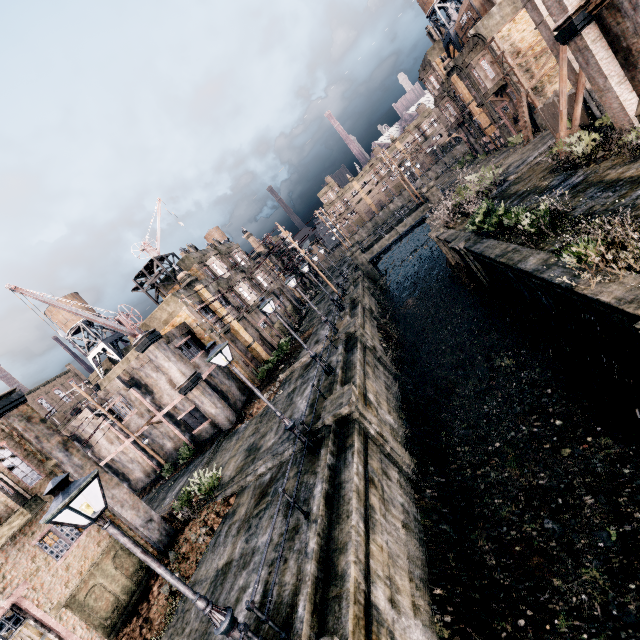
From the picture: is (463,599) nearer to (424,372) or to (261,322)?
(424,372)

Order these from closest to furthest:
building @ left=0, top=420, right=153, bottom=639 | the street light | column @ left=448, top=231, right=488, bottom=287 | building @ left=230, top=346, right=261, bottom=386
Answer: the street light < building @ left=0, top=420, right=153, bottom=639 < column @ left=448, top=231, right=488, bottom=287 < building @ left=230, top=346, right=261, bottom=386

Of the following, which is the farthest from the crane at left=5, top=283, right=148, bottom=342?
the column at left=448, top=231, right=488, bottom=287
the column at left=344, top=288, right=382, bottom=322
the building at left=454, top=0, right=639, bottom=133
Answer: the building at left=454, top=0, right=639, bottom=133

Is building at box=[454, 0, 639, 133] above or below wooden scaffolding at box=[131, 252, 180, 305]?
below

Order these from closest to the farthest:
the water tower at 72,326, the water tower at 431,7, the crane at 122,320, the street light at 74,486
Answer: the street light at 74,486
the crane at 122,320
the water tower at 431,7
the water tower at 72,326

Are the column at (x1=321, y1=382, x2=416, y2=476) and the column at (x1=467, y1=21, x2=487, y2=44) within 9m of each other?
no

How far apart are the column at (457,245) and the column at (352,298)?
9.4 meters

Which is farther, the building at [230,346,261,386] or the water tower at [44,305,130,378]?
the water tower at [44,305,130,378]
